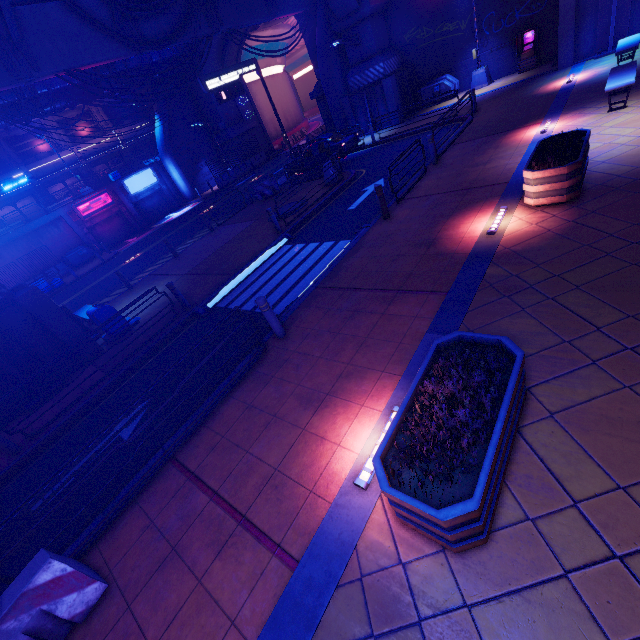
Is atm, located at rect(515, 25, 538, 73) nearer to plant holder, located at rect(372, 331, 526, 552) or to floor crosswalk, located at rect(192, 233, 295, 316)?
floor crosswalk, located at rect(192, 233, 295, 316)

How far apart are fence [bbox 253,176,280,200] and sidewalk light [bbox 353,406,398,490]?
18.42m

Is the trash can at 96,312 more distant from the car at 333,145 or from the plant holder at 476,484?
the car at 333,145

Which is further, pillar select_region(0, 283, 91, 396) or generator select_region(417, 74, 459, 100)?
generator select_region(417, 74, 459, 100)

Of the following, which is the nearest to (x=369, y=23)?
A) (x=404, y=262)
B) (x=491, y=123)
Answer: (x=491, y=123)

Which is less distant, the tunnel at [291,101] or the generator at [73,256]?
the generator at [73,256]

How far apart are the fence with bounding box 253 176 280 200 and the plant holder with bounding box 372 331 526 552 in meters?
18.3 m

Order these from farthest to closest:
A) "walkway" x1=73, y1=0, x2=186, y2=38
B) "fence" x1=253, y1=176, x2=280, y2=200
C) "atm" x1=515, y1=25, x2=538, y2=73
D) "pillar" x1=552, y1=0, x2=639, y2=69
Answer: "fence" x1=253, y1=176, x2=280, y2=200 → "atm" x1=515, y1=25, x2=538, y2=73 → "pillar" x1=552, y1=0, x2=639, y2=69 → "walkway" x1=73, y1=0, x2=186, y2=38
